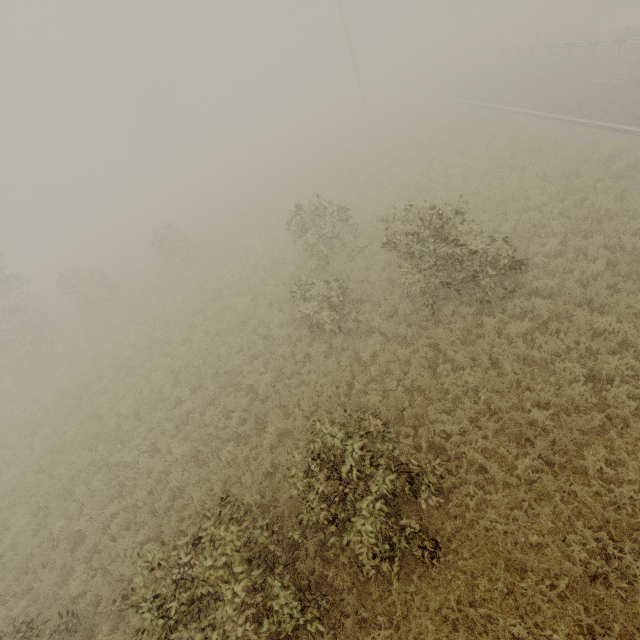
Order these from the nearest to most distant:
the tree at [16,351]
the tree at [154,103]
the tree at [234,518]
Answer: the tree at [234,518], the tree at [16,351], the tree at [154,103]

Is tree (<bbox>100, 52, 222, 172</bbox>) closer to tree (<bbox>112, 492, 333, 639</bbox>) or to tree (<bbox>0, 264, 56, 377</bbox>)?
tree (<bbox>0, 264, 56, 377</bbox>)

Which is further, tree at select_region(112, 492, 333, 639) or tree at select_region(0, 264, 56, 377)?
tree at select_region(0, 264, 56, 377)

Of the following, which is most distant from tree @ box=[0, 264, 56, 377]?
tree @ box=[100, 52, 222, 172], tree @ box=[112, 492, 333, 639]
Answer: tree @ box=[100, 52, 222, 172]

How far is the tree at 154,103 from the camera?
47.88m

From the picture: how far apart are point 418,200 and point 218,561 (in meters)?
15.95
